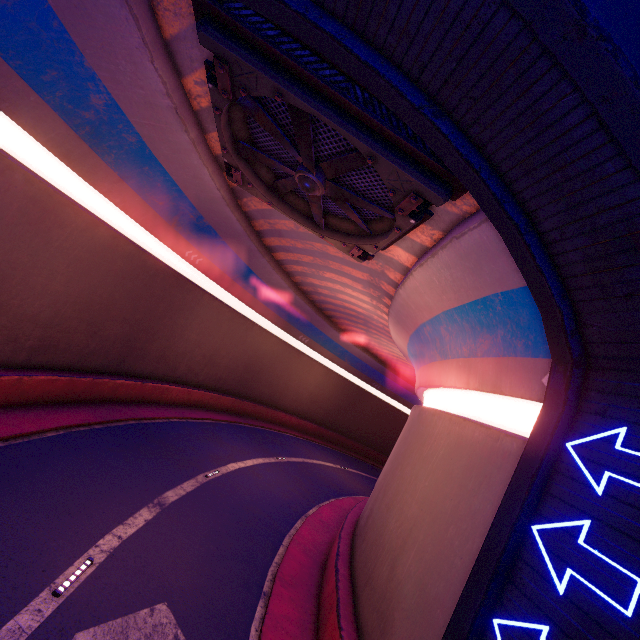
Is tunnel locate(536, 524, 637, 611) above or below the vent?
below

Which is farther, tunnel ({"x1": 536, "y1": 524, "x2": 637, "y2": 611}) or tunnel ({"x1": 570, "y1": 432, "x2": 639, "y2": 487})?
tunnel ({"x1": 570, "y1": 432, "x2": 639, "y2": 487})

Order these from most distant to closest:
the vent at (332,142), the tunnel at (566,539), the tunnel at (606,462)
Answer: the vent at (332,142)
the tunnel at (606,462)
the tunnel at (566,539)

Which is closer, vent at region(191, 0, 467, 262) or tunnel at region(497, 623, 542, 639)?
tunnel at region(497, 623, 542, 639)

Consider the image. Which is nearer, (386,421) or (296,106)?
(296,106)

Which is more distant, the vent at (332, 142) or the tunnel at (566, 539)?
the vent at (332, 142)

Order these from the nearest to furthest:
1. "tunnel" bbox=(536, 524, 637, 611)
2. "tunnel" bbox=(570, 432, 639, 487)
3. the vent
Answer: "tunnel" bbox=(536, 524, 637, 611) → "tunnel" bbox=(570, 432, 639, 487) → the vent
